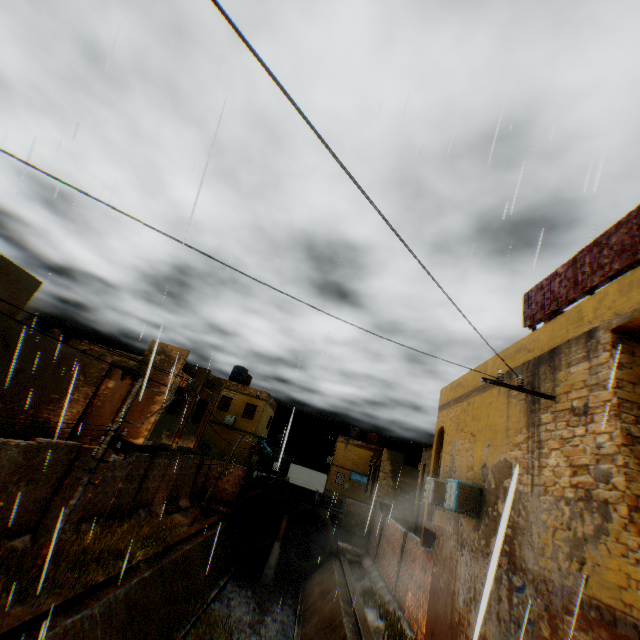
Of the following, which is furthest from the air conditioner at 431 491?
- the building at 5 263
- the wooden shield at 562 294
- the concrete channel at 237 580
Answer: the wooden shield at 562 294

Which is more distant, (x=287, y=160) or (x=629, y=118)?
(x=287, y=160)

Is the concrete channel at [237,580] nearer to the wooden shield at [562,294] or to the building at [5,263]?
the building at [5,263]

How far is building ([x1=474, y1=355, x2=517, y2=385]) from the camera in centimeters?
938cm

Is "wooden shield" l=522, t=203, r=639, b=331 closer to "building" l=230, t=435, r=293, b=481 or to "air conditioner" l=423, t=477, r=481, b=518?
"building" l=230, t=435, r=293, b=481

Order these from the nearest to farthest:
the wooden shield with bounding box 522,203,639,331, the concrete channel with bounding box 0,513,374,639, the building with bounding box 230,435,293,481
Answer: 1. the wooden shield with bounding box 522,203,639,331
2. the concrete channel with bounding box 0,513,374,639
3. the building with bounding box 230,435,293,481

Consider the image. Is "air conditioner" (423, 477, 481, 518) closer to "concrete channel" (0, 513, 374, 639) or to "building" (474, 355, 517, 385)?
"building" (474, 355, 517, 385)
